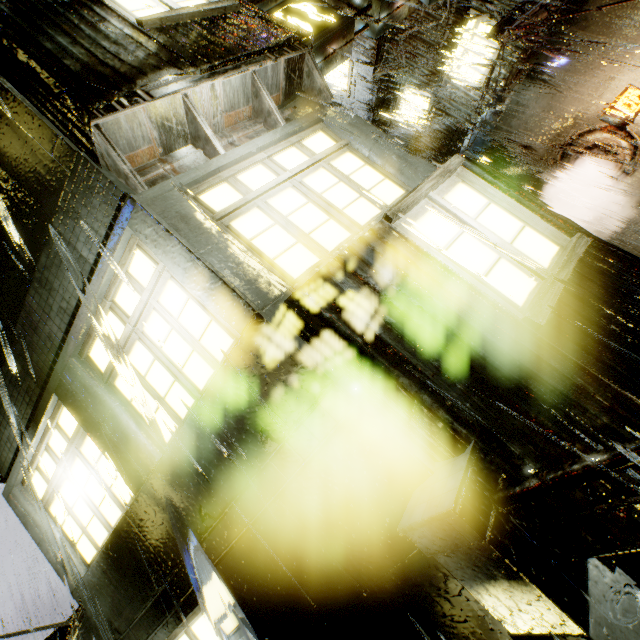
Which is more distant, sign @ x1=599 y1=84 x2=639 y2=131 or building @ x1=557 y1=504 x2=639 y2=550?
sign @ x1=599 y1=84 x2=639 y2=131

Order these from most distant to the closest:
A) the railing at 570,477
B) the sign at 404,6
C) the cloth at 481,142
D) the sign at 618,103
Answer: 1. the cloth at 481,142
2. the sign at 618,103
3. the sign at 404,6
4. the railing at 570,477

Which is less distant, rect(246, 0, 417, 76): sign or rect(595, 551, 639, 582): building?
rect(595, 551, 639, 582): building

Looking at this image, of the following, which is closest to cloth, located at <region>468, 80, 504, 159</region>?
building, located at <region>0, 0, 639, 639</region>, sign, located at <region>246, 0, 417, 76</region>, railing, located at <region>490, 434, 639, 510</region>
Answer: building, located at <region>0, 0, 639, 639</region>

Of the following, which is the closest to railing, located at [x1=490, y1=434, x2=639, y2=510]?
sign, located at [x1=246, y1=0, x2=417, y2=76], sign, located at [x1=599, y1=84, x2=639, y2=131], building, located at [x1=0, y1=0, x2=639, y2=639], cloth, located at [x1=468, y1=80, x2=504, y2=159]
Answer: building, located at [x1=0, y1=0, x2=639, y2=639]

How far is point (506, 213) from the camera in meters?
4.0

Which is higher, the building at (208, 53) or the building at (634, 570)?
the building at (208, 53)

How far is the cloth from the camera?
11.9 meters
